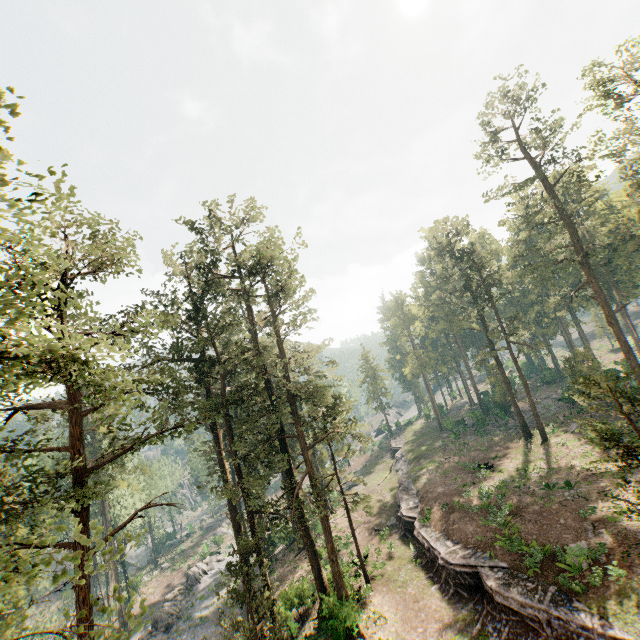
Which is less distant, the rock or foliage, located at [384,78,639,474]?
foliage, located at [384,78,639,474]

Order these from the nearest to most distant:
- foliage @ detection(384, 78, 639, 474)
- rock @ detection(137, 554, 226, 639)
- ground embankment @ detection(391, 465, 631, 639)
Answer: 1. ground embankment @ detection(391, 465, 631, 639)
2. foliage @ detection(384, 78, 639, 474)
3. rock @ detection(137, 554, 226, 639)

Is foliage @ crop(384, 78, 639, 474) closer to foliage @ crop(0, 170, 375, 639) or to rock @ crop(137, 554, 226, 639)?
foliage @ crop(0, 170, 375, 639)

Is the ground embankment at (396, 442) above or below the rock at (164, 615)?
above

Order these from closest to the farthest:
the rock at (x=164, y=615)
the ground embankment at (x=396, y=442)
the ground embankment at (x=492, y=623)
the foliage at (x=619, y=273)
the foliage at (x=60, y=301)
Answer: the foliage at (x=60, y=301) < the ground embankment at (x=492, y=623) < the foliage at (x=619, y=273) < the rock at (x=164, y=615) < the ground embankment at (x=396, y=442)

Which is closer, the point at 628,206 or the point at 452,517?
the point at 452,517

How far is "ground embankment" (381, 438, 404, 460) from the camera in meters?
51.9 m

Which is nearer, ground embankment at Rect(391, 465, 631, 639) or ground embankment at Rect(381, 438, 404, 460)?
ground embankment at Rect(391, 465, 631, 639)
